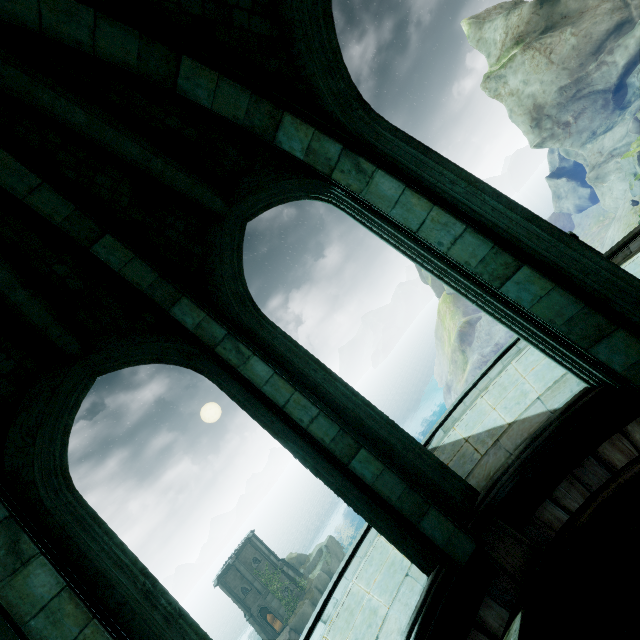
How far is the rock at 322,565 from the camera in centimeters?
3697cm

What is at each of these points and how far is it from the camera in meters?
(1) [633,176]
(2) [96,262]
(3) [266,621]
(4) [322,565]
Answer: (1) rock, 27.9
(2) building, 4.6
(3) building, 38.9
(4) rock, 43.8

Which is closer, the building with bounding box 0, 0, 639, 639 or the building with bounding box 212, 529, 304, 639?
the building with bounding box 0, 0, 639, 639

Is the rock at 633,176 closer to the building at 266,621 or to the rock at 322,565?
the rock at 322,565

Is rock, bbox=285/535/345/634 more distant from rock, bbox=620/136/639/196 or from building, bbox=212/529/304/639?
rock, bbox=620/136/639/196

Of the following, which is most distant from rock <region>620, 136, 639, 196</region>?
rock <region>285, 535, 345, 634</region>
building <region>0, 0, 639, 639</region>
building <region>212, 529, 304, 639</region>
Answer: building <region>212, 529, 304, 639</region>

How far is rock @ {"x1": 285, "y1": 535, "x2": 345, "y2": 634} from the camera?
37.0 meters

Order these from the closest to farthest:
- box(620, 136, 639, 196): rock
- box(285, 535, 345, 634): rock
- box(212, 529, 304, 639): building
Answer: box(620, 136, 639, 196): rock
box(285, 535, 345, 634): rock
box(212, 529, 304, 639): building
